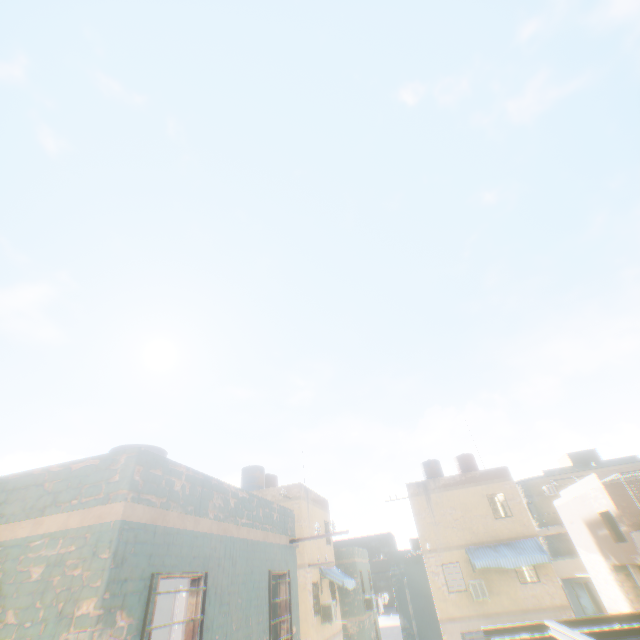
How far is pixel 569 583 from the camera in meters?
27.7 m
